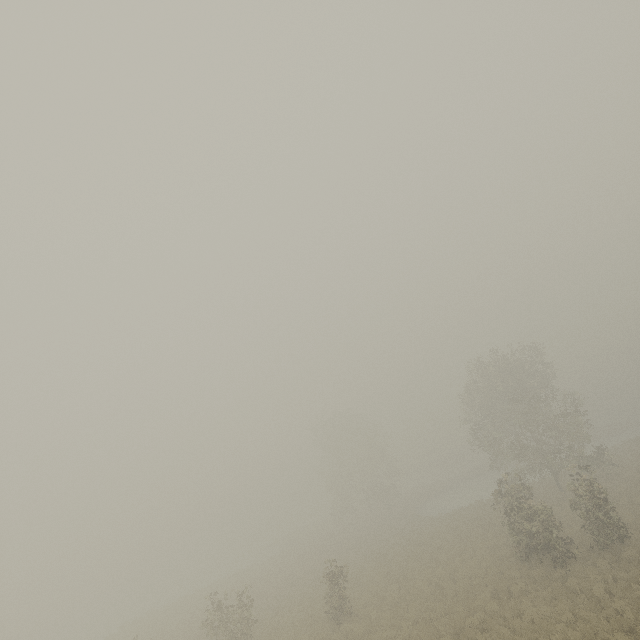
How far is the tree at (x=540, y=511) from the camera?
18.0m

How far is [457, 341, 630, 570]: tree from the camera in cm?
1798

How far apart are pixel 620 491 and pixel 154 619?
47.93m

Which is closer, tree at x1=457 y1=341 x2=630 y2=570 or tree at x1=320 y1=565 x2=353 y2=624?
tree at x1=457 y1=341 x2=630 y2=570
